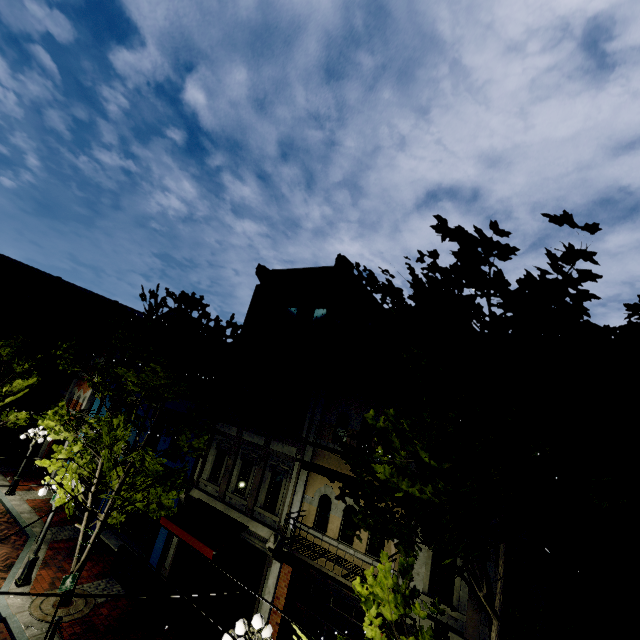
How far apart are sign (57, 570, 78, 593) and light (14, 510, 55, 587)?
3.3m

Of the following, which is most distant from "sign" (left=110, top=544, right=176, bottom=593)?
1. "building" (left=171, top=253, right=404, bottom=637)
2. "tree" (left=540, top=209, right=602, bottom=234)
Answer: "building" (left=171, top=253, right=404, bottom=637)

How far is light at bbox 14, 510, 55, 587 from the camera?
11.0m

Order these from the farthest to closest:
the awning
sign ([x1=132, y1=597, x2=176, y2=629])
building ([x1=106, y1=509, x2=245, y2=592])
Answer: building ([x1=106, y1=509, x2=245, y2=592]), the awning, sign ([x1=132, y1=597, x2=176, y2=629])

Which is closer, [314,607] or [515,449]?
[515,449]

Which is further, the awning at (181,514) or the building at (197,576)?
the building at (197,576)

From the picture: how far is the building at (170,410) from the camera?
16.0 meters

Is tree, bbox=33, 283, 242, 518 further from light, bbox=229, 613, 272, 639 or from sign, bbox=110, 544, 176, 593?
sign, bbox=110, 544, 176, 593
